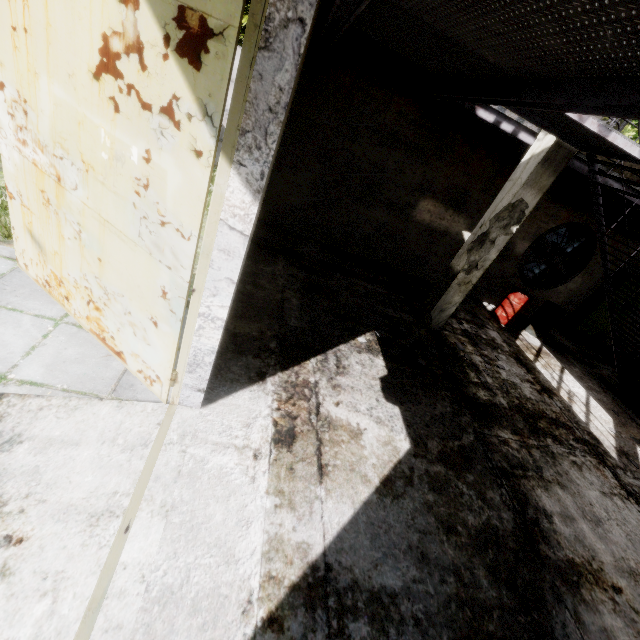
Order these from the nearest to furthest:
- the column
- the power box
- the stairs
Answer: the stairs → the column → the power box

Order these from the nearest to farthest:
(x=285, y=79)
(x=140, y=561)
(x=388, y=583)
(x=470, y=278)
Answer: (x=285, y=79) → (x=140, y=561) → (x=388, y=583) → (x=470, y=278)

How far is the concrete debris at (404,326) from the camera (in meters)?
6.60

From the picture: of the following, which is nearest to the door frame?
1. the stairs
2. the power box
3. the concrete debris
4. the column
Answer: the stairs

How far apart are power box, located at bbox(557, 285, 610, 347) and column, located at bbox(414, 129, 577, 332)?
6.6m

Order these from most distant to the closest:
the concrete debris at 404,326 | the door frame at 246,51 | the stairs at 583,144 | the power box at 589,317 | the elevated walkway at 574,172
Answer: the power box at 589,317
the concrete debris at 404,326
the elevated walkway at 574,172
the stairs at 583,144
the door frame at 246,51

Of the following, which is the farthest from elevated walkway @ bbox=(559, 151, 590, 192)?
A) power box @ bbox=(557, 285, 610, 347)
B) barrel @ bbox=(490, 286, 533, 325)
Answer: barrel @ bbox=(490, 286, 533, 325)

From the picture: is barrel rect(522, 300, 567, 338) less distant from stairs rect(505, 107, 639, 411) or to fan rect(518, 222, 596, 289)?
fan rect(518, 222, 596, 289)
